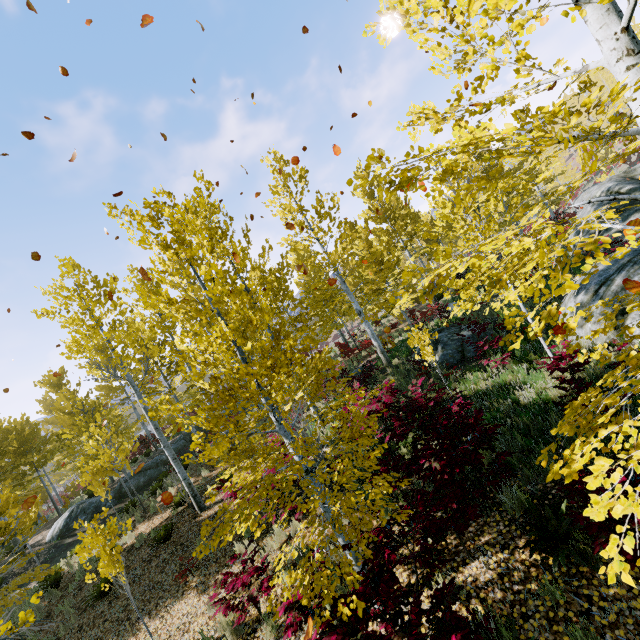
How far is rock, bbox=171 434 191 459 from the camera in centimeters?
2147cm

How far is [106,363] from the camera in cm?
2459

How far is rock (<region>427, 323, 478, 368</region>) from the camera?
11.12m

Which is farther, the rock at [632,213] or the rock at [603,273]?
the rock at [632,213]

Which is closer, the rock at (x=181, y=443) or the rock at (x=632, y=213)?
the rock at (x=632, y=213)

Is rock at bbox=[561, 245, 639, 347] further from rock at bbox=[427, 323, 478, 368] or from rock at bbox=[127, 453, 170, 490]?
rock at bbox=[127, 453, 170, 490]

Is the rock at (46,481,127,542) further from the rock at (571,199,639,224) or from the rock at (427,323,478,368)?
the rock at (571,199,639,224)

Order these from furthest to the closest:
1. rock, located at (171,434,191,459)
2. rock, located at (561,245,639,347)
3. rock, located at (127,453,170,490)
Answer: rock, located at (171,434,191,459), rock, located at (127,453,170,490), rock, located at (561,245,639,347)
